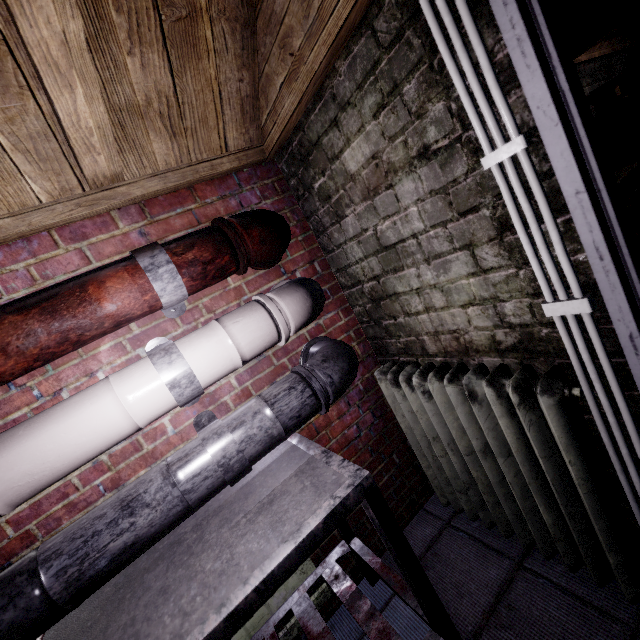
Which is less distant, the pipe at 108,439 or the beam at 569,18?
the pipe at 108,439

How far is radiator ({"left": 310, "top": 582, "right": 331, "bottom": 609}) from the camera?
1.4m

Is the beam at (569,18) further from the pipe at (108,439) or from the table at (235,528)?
the table at (235,528)

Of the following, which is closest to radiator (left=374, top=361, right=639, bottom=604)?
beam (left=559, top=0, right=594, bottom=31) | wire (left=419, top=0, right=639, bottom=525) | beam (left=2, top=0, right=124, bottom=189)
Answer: wire (left=419, top=0, right=639, bottom=525)

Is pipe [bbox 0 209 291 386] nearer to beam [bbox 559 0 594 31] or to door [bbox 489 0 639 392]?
door [bbox 489 0 639 392]

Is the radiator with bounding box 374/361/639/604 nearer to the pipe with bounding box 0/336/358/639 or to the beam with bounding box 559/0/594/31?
the pipe with bounding box 0/336/358/639

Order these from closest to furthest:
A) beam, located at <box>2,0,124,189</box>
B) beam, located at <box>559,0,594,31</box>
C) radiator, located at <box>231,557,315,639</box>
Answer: beam, located at <box>2,0,124,189</box>, radiator, located at <box>231,557,315,639</box>, beam, located at <box>559,0,594,31</box>

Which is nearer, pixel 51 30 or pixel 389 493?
pixel 51 30
